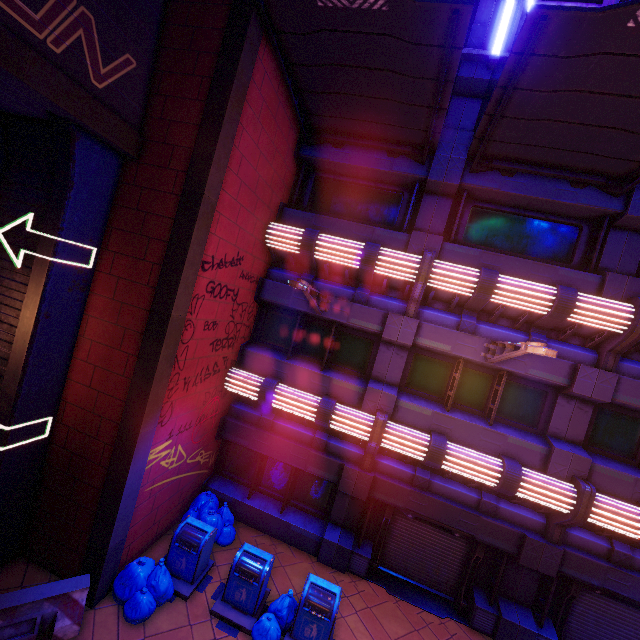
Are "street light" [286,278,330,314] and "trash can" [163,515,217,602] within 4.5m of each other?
no

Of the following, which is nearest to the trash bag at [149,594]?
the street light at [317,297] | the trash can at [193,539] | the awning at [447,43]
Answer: the trash can at [193,539]

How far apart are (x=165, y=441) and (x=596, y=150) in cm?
1237

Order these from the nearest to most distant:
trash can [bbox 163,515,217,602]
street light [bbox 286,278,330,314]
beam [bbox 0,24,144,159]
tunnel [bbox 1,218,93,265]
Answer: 1. beam [bbox 0,24,144,159]
2. tunnel [bbox 1,218,93,265]
3. street light [bbox 286,278,330,314]
4. trash can [bbox 163,515,217,602]

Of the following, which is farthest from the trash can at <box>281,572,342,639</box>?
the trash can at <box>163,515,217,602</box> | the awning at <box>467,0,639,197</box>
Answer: the awning at <box>467,0,639,197</box>

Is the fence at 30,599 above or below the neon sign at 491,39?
below

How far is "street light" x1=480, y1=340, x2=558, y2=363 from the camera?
5.7m

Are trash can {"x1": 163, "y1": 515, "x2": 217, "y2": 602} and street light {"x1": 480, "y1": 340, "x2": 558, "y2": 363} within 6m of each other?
no
